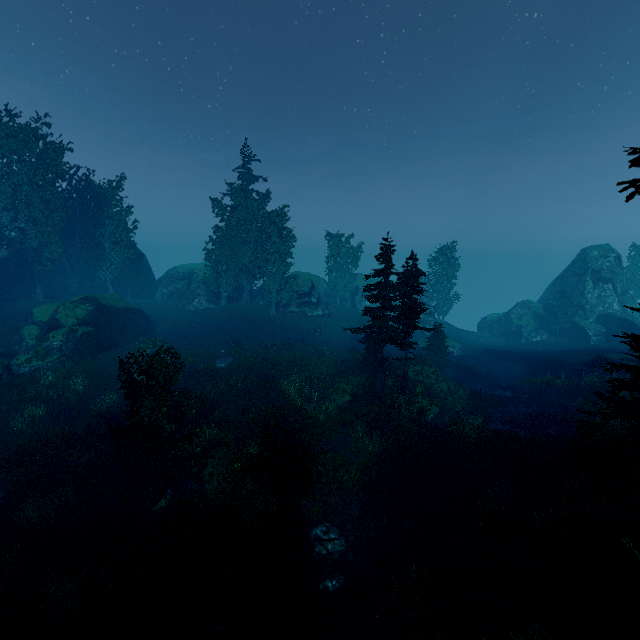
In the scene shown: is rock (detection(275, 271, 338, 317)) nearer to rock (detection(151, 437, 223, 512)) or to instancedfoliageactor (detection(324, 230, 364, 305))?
instancedfoliageactor (detection(324, 230, 364, 305))

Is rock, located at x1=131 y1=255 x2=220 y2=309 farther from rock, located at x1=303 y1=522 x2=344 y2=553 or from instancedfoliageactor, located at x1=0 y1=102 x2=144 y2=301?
rock, located at x1=303 y1=522 x2=344 y2=553

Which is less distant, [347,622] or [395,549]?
[347,622]

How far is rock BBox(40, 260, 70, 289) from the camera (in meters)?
40.69

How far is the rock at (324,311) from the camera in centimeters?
4453cm

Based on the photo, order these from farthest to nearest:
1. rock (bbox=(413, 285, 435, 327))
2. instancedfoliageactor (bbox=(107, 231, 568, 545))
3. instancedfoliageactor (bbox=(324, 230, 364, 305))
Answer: instancedfoliageactor (bbox=(324, 230, 364, 305))
rock (bbox=(413, 285, 435, 327))
instancedfoliageactor (bbox=(107, 231, 568, 545))

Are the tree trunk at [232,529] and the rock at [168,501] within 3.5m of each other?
yes
